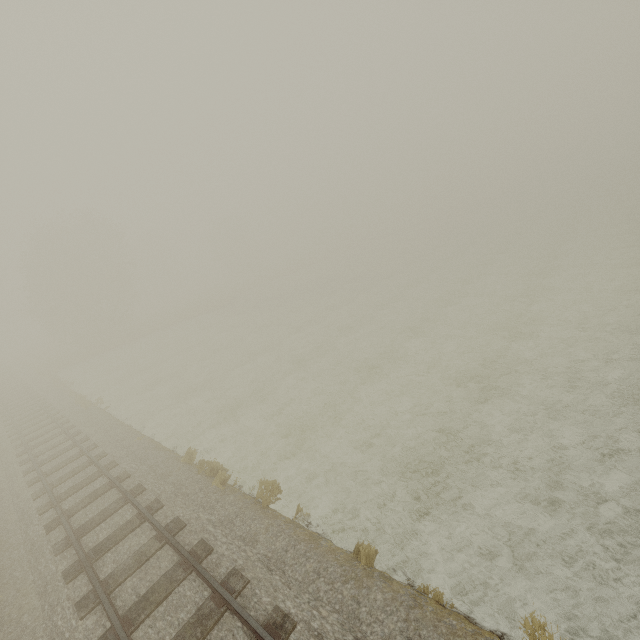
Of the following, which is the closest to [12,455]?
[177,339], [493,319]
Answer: [177,339]
